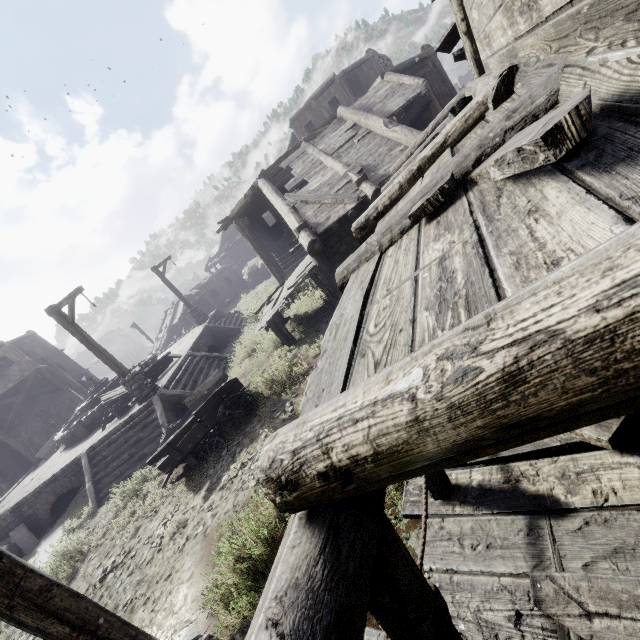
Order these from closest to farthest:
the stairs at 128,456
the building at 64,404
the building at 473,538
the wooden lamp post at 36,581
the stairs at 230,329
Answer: the building at 473,538
the wooden lamp post at 36,581
the stairs at 128,456
the stairs at 230,329
the building at 64,404

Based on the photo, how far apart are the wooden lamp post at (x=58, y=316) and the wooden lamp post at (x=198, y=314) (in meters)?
9.10

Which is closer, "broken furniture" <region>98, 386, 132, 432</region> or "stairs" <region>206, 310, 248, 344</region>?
"broken furniture" <region>98, 386, 132, 432</region>

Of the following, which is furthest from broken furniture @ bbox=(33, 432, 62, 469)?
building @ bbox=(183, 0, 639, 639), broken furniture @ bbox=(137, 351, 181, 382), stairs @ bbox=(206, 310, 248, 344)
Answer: building @ bbox=(183, 0, 639, 639)

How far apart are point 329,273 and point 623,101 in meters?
9.9

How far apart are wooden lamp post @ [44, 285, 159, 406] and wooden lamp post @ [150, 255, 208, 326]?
9.1 meters

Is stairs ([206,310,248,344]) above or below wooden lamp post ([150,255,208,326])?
below

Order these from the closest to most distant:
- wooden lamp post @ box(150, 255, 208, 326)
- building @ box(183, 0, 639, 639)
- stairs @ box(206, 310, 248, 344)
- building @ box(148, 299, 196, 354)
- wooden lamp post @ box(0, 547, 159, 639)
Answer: building @ box(183, 0, 639, 639) → wooden lamp post @ box(0, 547, 159, 639) → stairs @ box(206, 310, 248, 344) → wooden lamp post @ box(150, 255, 208, 326) → building @ box(148, 299, 196, 354)
